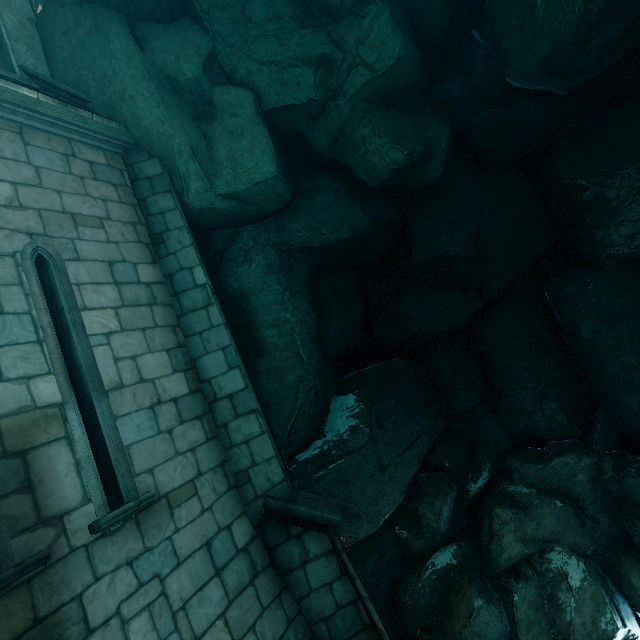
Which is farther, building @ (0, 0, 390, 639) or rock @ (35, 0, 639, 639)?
rock @ (35, 0, 639, 639)

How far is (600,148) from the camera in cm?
Answer: 890

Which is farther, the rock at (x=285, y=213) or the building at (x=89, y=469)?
the rock at (x=285, y=213)
